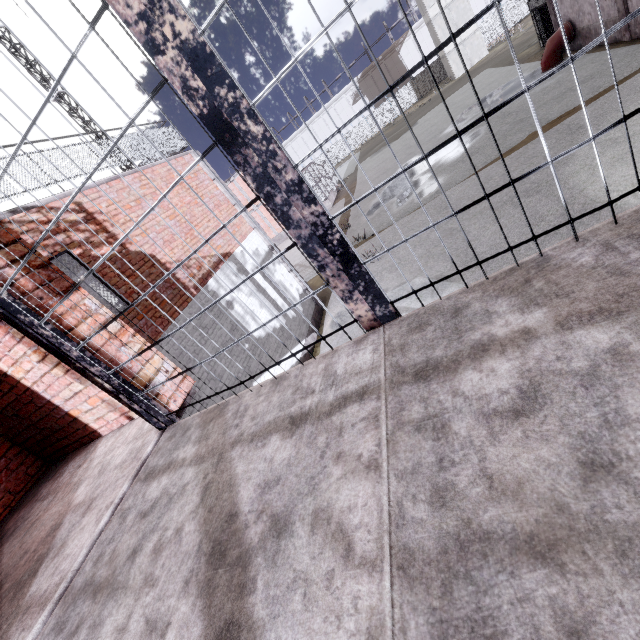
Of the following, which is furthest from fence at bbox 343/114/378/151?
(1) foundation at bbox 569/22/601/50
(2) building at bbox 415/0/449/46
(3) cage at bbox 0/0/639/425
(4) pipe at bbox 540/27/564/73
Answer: (4) pipe at bbox 540/27/564/73

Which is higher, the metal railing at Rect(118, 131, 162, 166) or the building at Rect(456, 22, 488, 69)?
the metal railing at Rect(118, 131, 162, 166)

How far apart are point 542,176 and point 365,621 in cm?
1261

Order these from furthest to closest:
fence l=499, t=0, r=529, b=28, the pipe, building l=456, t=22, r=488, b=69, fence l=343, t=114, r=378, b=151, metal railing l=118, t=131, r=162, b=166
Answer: fence l=343, t=114, r=378, b=151
fence l=499, t=0, r=529, b=28
building l=456, t=22, r=488, b=69
the pipe
metal railing l=118, t=131, r=162, b=166

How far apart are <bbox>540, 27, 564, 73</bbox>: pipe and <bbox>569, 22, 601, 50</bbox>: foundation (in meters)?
0.05

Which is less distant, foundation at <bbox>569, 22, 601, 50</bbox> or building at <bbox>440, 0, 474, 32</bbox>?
foundation at <bbox>569, 22, 601, 50</bbox>

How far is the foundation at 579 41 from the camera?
15.15m

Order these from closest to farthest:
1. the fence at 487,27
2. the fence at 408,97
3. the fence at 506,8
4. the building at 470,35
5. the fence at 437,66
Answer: the building at 470,35 < the fence at 506,8 < the fence at 487,27 < the fence at 437,66 < the fence at 408,97
